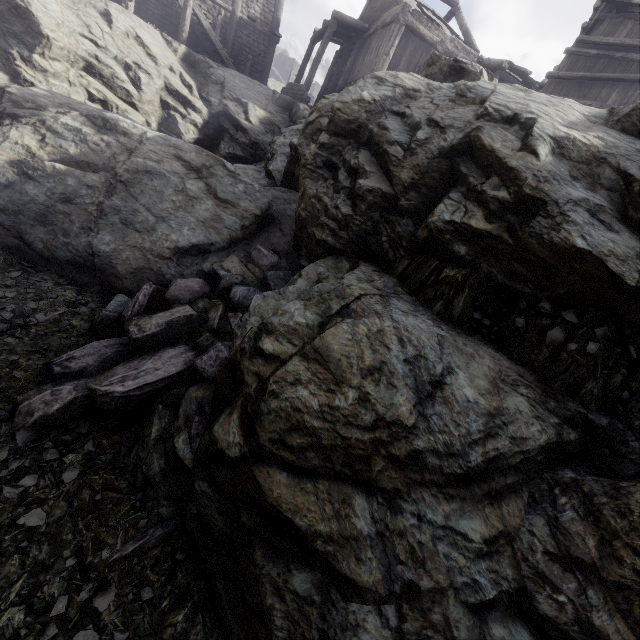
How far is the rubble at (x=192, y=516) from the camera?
3.49m

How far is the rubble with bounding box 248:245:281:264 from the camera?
6.80m

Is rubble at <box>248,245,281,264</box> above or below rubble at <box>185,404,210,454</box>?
above

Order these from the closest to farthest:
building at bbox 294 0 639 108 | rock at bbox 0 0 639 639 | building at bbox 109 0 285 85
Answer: rock at bbox 0 0 639 639 < building at bbox 294 0 639 108 < building at bbox 109 0 285 85

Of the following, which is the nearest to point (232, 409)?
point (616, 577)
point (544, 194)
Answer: point (616, 577)

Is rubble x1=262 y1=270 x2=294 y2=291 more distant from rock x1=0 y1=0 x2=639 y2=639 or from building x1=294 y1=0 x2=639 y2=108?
building x1=294 y1=0 x2=639 y2=108
